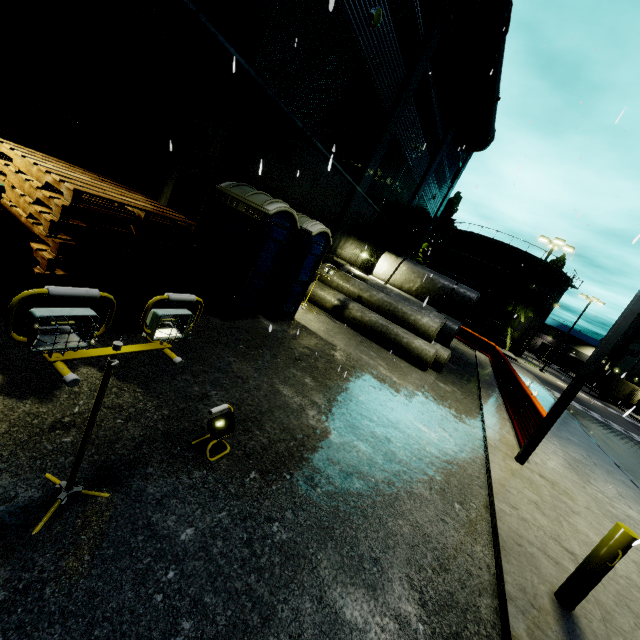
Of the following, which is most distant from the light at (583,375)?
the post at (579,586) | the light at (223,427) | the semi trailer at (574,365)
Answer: the semi trailer at (574,365)

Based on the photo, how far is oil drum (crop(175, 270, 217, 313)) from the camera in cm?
695

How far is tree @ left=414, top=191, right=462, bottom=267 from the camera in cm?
4500

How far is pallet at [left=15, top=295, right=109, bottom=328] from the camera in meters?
3.9 m

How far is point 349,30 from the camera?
8.86m

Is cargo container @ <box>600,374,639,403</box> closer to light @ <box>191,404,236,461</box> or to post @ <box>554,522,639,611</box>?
post @ <box>554,522,639,611</box>

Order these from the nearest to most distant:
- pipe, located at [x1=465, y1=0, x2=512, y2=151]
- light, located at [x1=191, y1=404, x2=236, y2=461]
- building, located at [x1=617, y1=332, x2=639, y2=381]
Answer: light, located at [x1=191, y1=404, x2=236, y2=461] → pipe, located at [x1=465, y1=0, x2=512, y2=151] → building, located at [x1=617, y1=332, x2=639, y2=381]

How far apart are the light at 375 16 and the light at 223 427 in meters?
11.2 m
